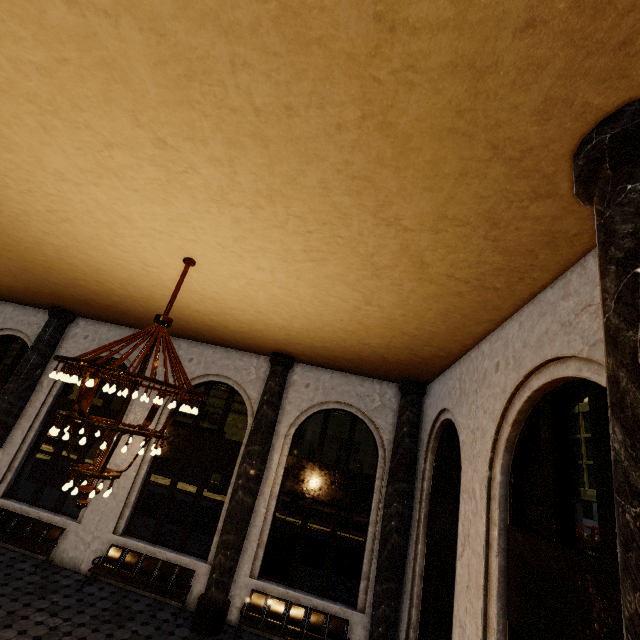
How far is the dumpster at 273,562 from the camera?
10.28m

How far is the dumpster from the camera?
10.28m

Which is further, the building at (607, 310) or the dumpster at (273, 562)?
the dumpster at (273, 562)

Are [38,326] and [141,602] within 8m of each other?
no

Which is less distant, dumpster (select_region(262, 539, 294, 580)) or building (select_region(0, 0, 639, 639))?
building (select_region(0, 0, 639, 639))
